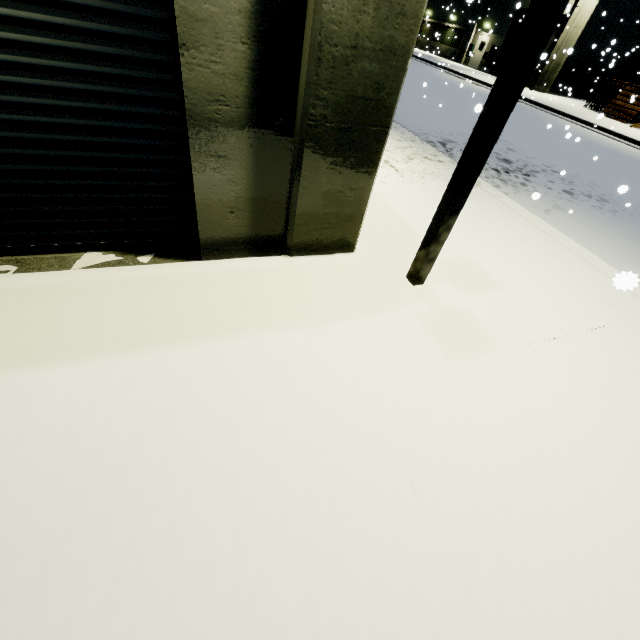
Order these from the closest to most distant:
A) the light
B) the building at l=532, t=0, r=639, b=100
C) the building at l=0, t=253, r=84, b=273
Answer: the light
the building at l=0, t=253, r=84, b=273
the building at l=532, t=0, r=639, b=100

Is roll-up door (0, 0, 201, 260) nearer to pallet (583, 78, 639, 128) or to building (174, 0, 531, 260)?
building (174, 0, 531, 260)

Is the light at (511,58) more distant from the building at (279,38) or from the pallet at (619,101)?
the pallet at (619,101)

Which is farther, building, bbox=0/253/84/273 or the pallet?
the pallet

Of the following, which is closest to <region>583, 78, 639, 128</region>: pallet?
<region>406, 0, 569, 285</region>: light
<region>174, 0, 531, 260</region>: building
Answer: <region>174, 0, 531, 260</region>: building

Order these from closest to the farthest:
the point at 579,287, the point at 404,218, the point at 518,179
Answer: the point at 579,287, the point at 404,218, the point at 518,179

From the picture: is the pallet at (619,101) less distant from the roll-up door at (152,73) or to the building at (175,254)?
the building at (175,254)

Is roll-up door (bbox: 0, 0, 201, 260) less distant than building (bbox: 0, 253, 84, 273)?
Yes
